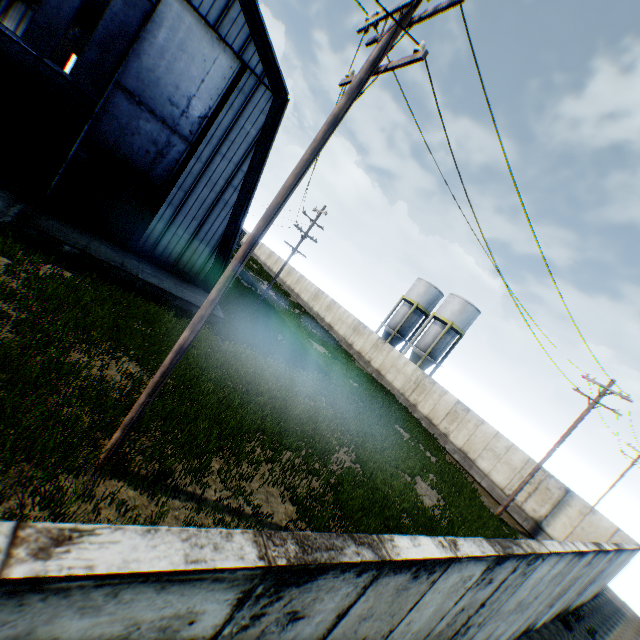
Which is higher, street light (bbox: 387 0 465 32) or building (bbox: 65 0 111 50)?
building (bbox: 65 0 111 50)

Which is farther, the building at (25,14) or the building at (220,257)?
the building at (25,14)

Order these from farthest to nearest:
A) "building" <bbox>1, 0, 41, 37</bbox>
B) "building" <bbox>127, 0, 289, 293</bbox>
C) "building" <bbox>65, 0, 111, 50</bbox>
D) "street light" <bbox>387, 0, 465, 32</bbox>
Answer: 1. "building" <bbox>1, 0, 41, 37</bbox>
2. "building" <bbox>65, 0, 111, 50</bbox>
3. "building" <bbox>127, 0, 289, 293</bbox>
4. "street light" <bbox>387, 0, 465, 32</bbox>

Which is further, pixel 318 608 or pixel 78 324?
pixel 78 324

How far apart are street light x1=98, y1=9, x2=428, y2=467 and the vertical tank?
33.3 meters

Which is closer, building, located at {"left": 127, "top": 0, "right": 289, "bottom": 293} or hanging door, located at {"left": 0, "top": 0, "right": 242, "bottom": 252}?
hanging door, located at {"left": 0, "top": 0, "right": 242, "bottom": 252}

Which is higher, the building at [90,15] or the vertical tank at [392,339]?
the building at [90,15]

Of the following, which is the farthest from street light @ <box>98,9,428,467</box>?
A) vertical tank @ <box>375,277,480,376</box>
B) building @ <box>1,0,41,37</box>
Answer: vertical tank @ <box>375,277,480,376</box>
